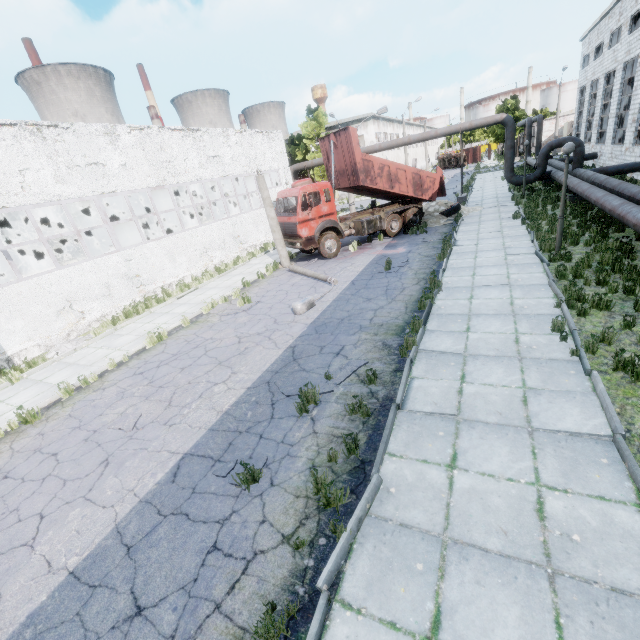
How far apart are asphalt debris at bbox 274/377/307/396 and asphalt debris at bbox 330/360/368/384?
0.20m

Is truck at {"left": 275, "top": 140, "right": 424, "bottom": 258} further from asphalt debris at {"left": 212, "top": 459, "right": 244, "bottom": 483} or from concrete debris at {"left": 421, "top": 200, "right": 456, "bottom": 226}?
asphalt debris at {"left": 212, "top": 459, "right": 244, "bottom": 483}

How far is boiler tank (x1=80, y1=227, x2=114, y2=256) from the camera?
21.2m

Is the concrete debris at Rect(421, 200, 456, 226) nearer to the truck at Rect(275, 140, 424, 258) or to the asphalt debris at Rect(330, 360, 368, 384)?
the truck at Rect(275, 140, 424, 258)

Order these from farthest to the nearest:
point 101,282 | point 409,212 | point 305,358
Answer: point 409,212 → point 101,282 → point 305,358

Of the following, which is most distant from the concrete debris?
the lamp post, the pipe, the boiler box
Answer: the boiler box

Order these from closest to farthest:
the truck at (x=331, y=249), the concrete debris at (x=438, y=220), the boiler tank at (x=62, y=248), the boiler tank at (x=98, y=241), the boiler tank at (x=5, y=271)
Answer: the truck at (x=331, y=249)
the boiler tank at (x=5, y=271)
the concrete debris at (x=438, y=220)
the boiler tank at (x=98, y=241)
the boiler tank at (x=62, y=248)

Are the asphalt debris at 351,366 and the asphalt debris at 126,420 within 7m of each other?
yes
